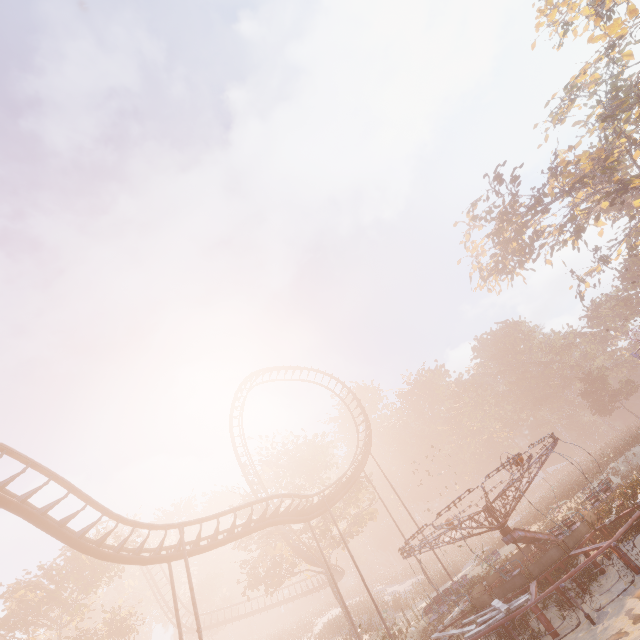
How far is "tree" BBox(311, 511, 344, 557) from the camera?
30.82m

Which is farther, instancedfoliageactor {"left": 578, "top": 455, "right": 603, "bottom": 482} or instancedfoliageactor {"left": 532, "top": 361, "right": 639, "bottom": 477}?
instancedfoliageactor {"left": 532, "top": 361, "right": 639, "bottom": 477}

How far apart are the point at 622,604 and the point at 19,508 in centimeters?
1947cm

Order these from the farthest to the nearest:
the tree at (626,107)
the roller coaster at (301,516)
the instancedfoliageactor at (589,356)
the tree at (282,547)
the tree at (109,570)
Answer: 1. the instancedfoliageactor at (589,356)
2. the tree at (282,547)
3. the tree at (626,107)
4. the tree at (109,570)
5. the roller coaster at (301,516)

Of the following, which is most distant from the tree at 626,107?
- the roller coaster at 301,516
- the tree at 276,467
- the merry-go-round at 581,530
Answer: the tree at 276,467

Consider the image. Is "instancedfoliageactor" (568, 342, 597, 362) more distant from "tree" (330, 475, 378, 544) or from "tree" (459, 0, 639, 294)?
"tree" (459, 0, 639, 294)

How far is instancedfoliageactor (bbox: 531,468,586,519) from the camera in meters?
23.4
